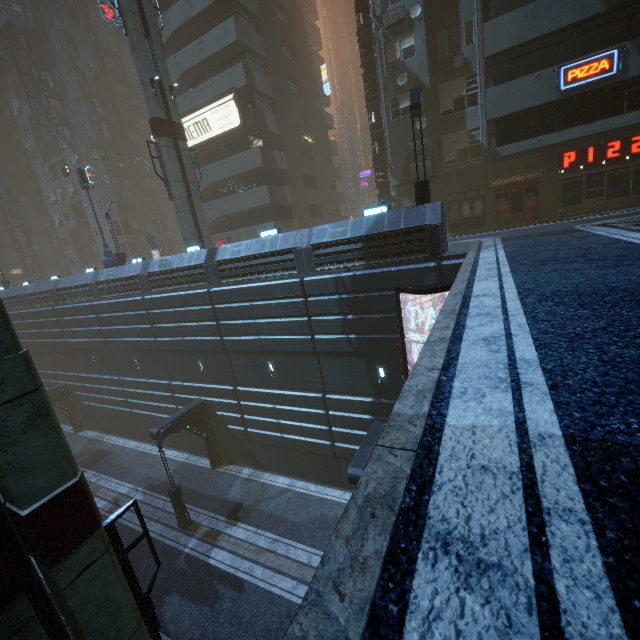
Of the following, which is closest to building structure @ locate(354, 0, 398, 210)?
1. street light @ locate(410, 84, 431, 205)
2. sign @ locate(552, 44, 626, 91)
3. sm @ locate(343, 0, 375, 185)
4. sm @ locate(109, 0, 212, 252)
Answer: street light @ locate(410, 84, 431, 205)

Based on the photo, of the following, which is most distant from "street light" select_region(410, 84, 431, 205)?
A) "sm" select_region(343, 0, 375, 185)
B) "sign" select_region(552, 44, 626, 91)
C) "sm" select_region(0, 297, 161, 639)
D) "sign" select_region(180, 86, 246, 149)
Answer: "sm" select_region(343, 0, 375, 185)

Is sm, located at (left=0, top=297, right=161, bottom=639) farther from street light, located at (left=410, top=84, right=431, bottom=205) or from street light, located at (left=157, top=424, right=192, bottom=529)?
street light, located at (left=410, top=84, right=431, bottom=205)

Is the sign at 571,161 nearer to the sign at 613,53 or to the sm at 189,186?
the sign at 613,53

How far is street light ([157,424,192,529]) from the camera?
16.1m

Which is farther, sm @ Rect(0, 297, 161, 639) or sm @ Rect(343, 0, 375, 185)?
sm @ Rect(343, 0, 375, 185)

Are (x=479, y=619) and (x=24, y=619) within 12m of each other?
yes

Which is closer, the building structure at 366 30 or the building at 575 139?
the building at 575 139
